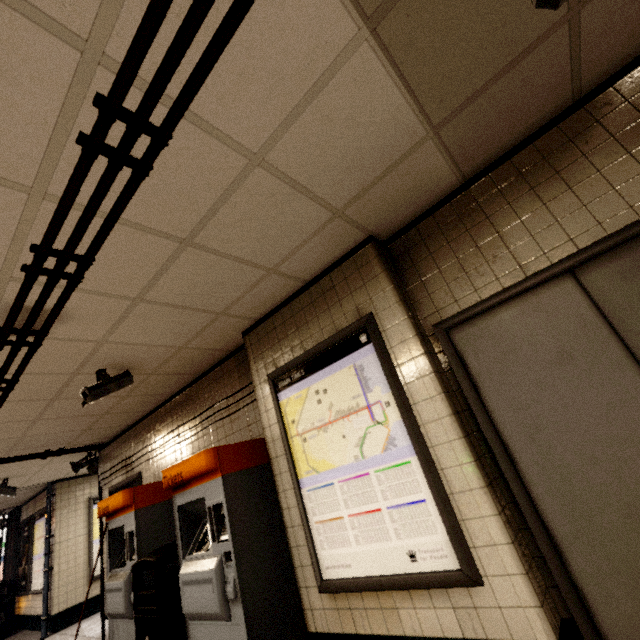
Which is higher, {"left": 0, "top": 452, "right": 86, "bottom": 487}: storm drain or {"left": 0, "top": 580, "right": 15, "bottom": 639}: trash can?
{"left": 0, "top": 452, "right": 86, "bottom": 487}: storm drain

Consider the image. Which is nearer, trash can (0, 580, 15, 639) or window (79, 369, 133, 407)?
window (79, 369, 133, 407)

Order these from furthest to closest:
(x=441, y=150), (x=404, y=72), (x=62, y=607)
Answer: (x=62, y=607) < (x=441, y=150) < (x=404, y=72)

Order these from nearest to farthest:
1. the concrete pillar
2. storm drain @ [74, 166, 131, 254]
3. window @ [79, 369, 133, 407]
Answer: storm drain @ [74, 166, 131, 254]
window @ [79, 369, 133, 407]
the concrete pillar

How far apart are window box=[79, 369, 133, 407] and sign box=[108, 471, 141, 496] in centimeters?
233cm

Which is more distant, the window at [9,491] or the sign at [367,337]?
the window at [9,491]

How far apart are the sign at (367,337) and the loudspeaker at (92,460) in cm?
517

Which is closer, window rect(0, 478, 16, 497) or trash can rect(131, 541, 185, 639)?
trash can rect(131, 541, 185, 639)
